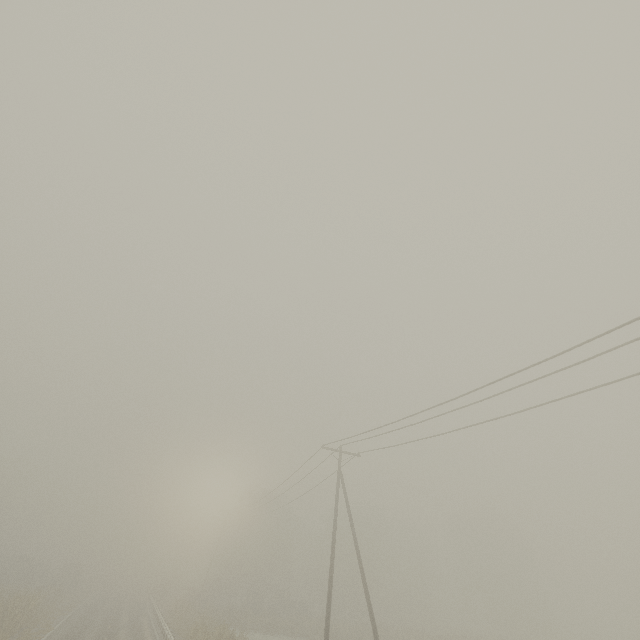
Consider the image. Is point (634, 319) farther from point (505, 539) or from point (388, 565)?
point (505, 539)
